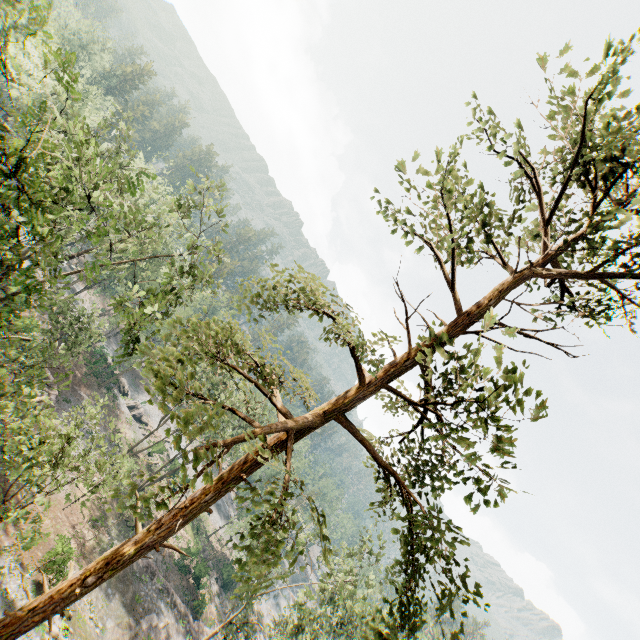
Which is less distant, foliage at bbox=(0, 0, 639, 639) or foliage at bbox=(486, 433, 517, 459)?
foliage at bbox=(486, 433, 517, 459)

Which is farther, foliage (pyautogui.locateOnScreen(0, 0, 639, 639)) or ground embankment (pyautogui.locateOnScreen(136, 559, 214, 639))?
ground embankment (pyautogui.locateOnScreen(136, 559, 214, 639))

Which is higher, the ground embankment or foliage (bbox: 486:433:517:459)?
foliage (bbox: 486:433:517:459)

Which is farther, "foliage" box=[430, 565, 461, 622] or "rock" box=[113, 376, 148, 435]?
"rock" box=[113, 376, 148, 435]

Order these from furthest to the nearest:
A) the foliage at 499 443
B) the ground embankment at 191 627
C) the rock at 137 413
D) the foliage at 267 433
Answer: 1. the rock at 137 413
2. the ground embankment at 191 627
3. the foliage at 267 433
4. the foliage at 499 443

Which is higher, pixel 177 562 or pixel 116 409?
pixel 177 562

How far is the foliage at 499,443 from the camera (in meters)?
6.14

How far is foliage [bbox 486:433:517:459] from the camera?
6.14m
